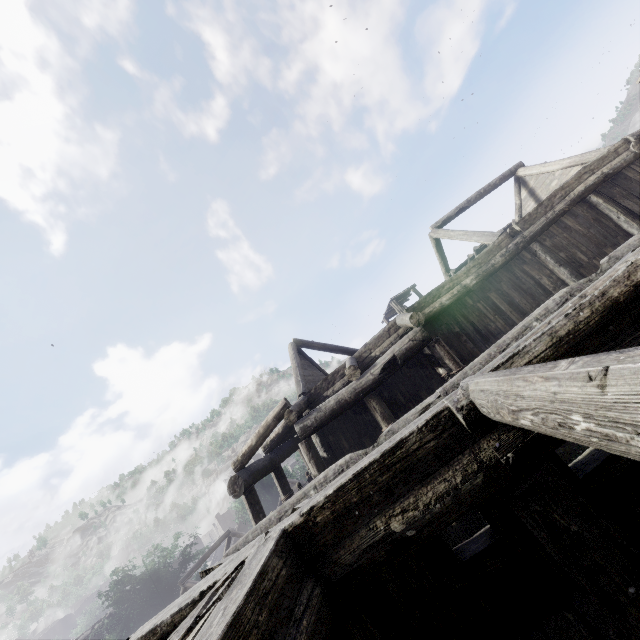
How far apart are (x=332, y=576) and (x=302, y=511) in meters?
0.6 m
